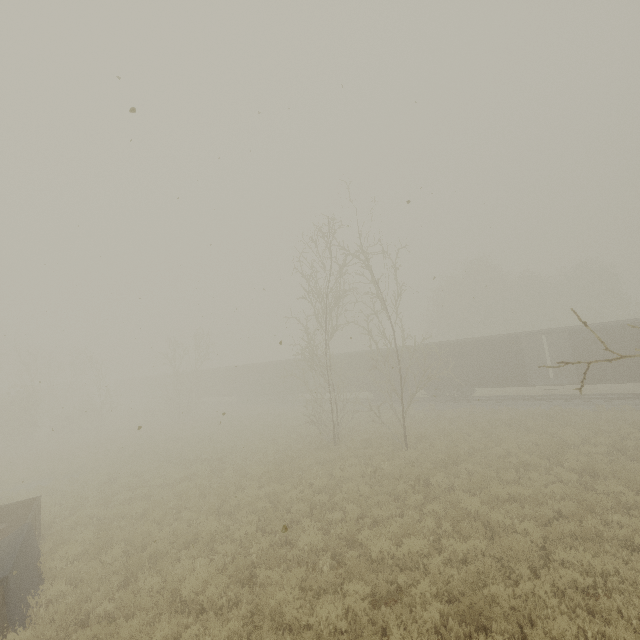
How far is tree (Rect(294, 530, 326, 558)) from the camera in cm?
823

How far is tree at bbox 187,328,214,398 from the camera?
33.6 meters

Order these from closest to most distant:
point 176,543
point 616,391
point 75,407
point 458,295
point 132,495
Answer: point 176,543 < point 132,495 < point 616,391 < point 75,407 < point 458,295

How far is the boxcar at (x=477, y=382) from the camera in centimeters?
2111cm

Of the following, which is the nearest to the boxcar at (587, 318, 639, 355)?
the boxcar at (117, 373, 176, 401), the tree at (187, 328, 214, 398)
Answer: the tree at (187, 328, 214, 398)

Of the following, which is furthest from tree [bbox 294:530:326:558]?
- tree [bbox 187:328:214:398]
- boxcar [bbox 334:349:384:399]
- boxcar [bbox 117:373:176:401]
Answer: boxcar [bbox 117:373:176:401]

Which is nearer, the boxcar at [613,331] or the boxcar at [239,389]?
the boxcar at [613,331]

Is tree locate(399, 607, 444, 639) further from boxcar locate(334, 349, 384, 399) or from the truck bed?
the truck bed
